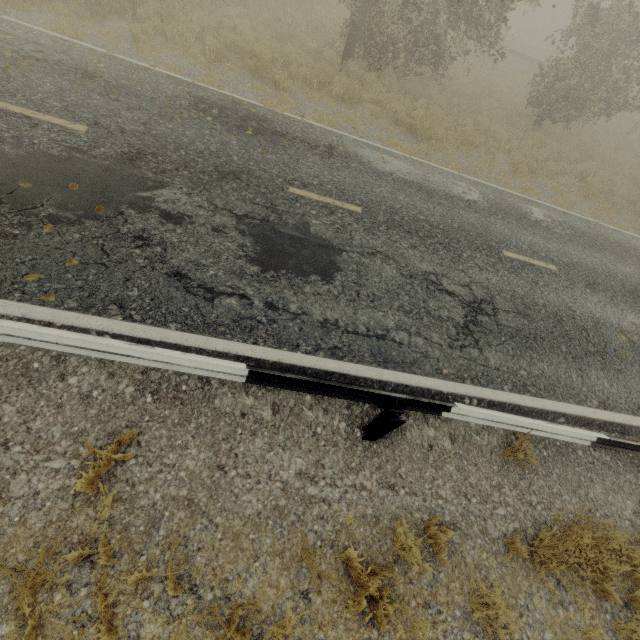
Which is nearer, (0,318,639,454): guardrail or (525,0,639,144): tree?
(0,318,639,454): guardrail

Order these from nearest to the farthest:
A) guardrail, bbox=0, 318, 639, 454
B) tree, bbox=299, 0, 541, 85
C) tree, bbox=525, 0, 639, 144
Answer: guardrail, bbox=0, 318, 639, 454 < tree, bbox=299, 0, 541, 85 < tree, bbox=525, 0, 639, 144

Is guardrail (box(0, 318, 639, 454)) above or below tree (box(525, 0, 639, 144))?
below

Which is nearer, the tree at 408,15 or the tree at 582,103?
the tree at 408,15

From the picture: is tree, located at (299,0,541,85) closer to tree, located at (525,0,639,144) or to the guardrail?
the guardrail

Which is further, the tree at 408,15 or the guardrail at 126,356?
the tree at 408,15

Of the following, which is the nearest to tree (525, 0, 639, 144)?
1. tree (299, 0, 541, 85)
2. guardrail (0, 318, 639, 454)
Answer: tree (299, 0, 541, 85)

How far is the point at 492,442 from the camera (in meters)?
4.59
